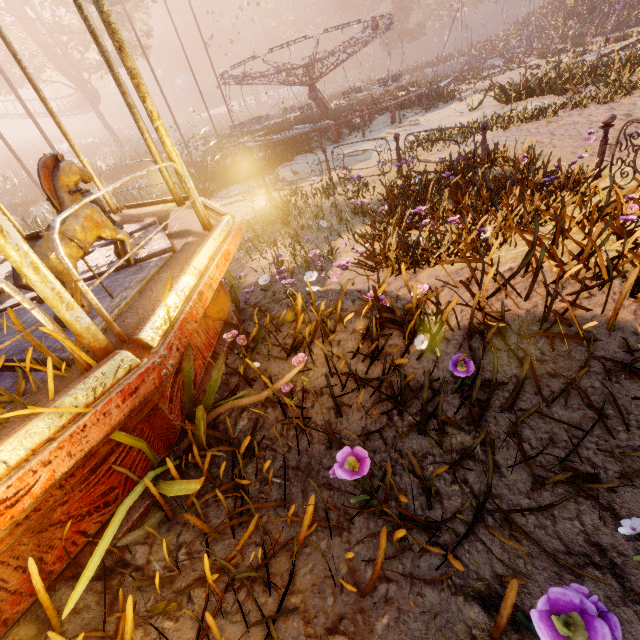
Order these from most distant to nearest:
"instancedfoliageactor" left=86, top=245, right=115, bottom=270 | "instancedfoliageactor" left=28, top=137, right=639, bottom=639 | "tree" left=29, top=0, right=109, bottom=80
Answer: "tree" left=29, top=0, right=109, bottom=80 → "instancedfoliageactor" left=86, top=245, right=115, bottom=270 → "instancedfoliageactor" left=28, top=137, right=639, bottom=639

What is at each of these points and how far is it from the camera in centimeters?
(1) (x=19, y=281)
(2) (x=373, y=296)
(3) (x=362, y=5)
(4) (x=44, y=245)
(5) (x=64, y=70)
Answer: (1) horse, 195cm
(2) instancedfoliageactor, 288cm
(3) instancedfoliageactor, 5531cm
(4) horse, 205cm
(5) roller coaster, 2567cm

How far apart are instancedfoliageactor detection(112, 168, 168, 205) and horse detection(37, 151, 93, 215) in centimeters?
1801cm

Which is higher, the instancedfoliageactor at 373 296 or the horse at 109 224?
the horse at 109 224

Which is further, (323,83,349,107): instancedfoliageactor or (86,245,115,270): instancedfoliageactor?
(323,83,349,107): instancedfoliageactor

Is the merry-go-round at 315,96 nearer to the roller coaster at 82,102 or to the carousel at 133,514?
the roller coaster at 82,102

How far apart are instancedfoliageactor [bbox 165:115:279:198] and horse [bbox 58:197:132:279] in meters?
31.2

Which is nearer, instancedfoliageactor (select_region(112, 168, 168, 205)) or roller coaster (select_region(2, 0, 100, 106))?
instancedfoliageactor (select_region(112, 168, 168, 205))
